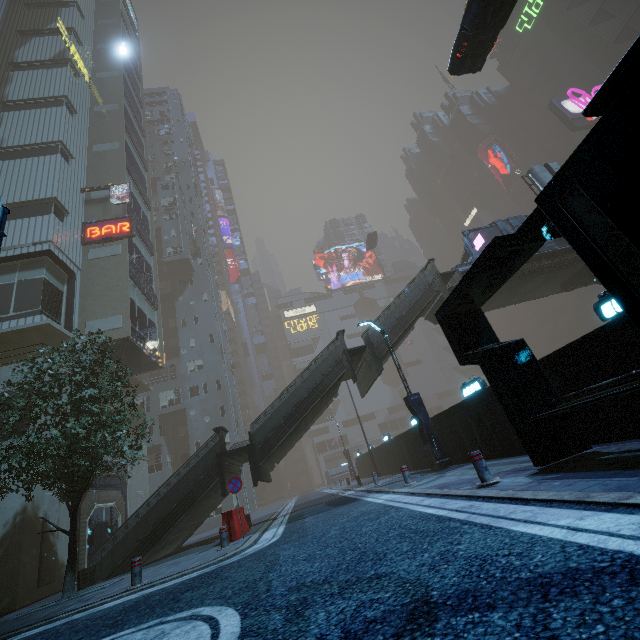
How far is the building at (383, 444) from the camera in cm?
1593

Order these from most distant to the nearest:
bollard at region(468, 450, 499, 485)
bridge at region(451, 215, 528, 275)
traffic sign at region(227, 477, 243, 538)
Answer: bridge at region(451, 215, 528, 275)
traffic sign at region(227, 477, 243, 538)
bollard at region(468, 450, 499, 485)

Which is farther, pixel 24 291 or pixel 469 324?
pixel 24 291

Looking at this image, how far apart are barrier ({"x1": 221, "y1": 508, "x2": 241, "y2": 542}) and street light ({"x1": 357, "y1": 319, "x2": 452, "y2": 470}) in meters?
7.5

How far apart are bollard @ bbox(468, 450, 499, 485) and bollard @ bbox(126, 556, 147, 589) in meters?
7.9

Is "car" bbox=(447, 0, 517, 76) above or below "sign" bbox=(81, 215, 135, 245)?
below

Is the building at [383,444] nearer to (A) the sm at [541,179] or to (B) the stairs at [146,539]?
(A) the sm at [541,179]

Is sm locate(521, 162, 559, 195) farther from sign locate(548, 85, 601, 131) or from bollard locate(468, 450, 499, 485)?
bollard locate(468, 450, 499, 485)
